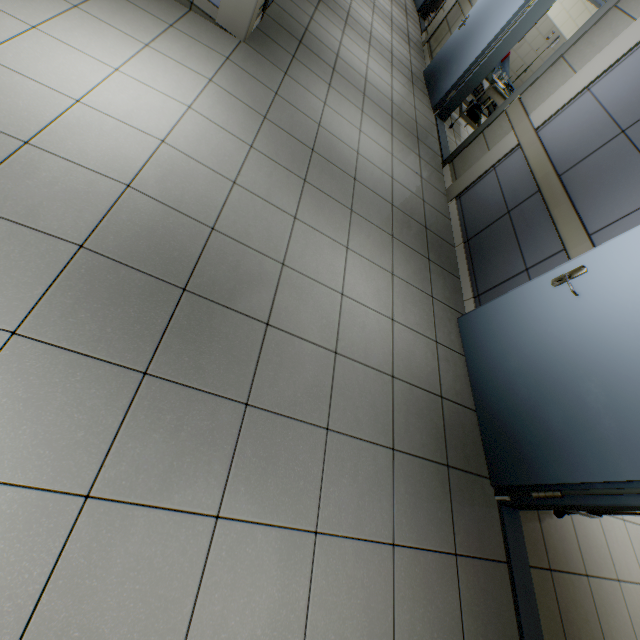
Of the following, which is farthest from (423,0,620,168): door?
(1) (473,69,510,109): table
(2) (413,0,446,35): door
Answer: (2) (413,0,446,35): door

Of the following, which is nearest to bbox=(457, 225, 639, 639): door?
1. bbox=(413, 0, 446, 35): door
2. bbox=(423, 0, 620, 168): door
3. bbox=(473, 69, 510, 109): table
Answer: bbox=(423, 0, 620, 168): door

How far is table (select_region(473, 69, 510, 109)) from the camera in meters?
5.1 m

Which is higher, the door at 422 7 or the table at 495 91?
the table at 495 91

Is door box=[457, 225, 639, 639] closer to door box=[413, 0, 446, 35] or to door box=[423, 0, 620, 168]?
door box=[423, 0, 620, 168]

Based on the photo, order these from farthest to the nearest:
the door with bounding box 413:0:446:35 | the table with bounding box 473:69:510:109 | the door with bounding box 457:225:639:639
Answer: the door with bounding box 413:0:446:35, the table with bounding box 473:69:510:109, the door with bounding box 457:225:639:639

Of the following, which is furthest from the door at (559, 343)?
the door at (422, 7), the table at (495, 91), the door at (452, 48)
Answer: the door at (422, 7)

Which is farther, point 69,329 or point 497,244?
point 497,244
